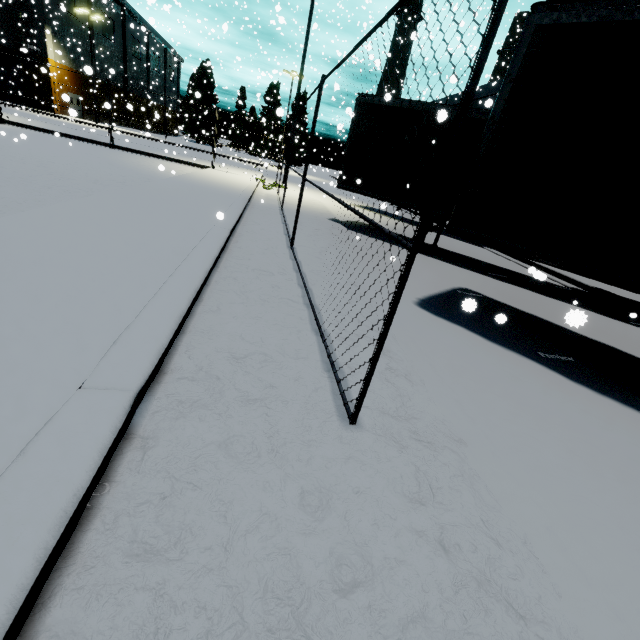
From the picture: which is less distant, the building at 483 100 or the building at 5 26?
the building at 483 100

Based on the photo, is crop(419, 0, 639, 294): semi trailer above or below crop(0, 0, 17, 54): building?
below

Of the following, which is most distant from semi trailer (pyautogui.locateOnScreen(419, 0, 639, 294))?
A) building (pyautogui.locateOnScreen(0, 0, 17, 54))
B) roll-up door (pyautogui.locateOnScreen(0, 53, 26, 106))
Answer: roll-up door (pyautogui.locateOnScreen(0, 53, 26, 106))

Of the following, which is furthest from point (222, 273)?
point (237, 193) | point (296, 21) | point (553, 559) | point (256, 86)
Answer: point (296, 21)

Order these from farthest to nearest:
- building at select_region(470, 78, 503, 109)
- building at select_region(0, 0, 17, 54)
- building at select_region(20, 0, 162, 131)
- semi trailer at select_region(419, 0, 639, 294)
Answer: building at select_region(20, 0, 162, 131), building at select_region(0, 0, 17, 54), building at select_region(470, 78, 503, 109), semi trailer at select_region(419, 0, 639, 294)

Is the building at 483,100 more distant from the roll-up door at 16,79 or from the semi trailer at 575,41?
the semi trailer at 575,41

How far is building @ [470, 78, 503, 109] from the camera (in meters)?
13.85
